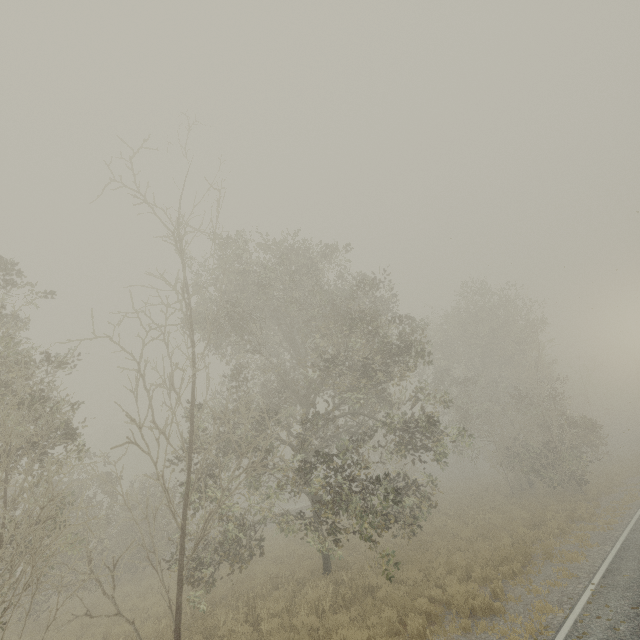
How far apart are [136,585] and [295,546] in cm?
912
